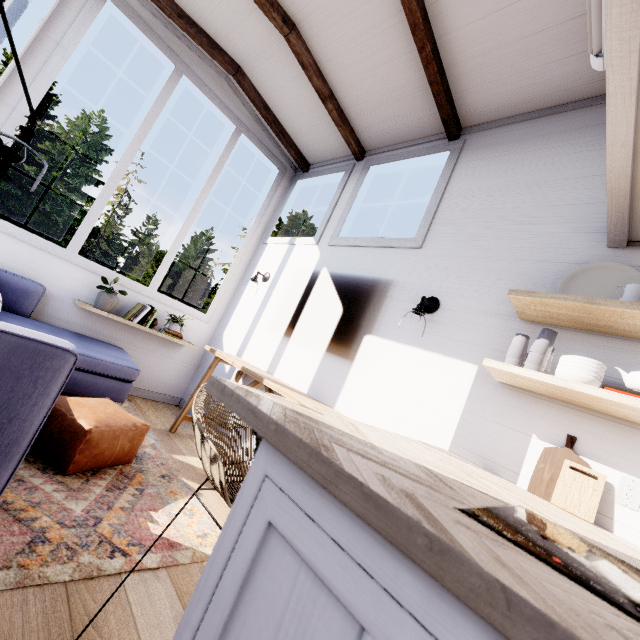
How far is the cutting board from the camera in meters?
1.5

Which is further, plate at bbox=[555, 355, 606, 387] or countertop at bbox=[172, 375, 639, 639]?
plate at bbox=[555, 355, 606, 387]

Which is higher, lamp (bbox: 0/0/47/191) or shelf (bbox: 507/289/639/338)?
shelf (bbox: 507/289/639/338)

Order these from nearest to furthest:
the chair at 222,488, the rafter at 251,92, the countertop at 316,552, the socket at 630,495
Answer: the countertop at 316,552
the chair at 222,488
the socket at 630,495
the rafter at 251,92

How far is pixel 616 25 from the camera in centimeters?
101cm

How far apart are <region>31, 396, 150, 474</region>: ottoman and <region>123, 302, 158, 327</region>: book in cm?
124

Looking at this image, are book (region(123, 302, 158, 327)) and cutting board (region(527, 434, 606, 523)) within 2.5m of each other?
no

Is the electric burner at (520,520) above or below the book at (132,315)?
above
